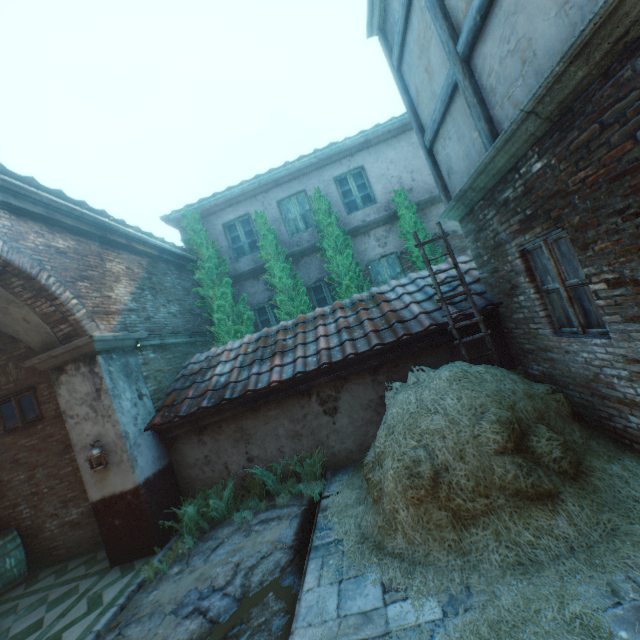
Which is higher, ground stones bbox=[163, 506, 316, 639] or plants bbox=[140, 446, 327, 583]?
plants bbox=[140, 446, 327, 583]

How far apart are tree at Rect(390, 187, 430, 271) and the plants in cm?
634

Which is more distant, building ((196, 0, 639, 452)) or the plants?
the plants

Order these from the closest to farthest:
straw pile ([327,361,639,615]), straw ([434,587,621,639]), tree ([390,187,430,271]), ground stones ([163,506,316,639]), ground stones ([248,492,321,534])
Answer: straw ([434,587,621,639])
straw pile ([327,361,639,615])
ground stones ([163,506,316,639])
ground stones ([248,492,321,534])
tree ([390,187,430,271])

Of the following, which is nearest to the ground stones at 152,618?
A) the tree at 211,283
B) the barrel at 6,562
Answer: the barrel at 6,562

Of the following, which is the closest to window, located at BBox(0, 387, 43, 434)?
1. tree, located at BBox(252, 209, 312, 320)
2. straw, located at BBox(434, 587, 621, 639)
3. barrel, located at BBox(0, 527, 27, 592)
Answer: barrel, located at BBox(0, 527, 27, 592)

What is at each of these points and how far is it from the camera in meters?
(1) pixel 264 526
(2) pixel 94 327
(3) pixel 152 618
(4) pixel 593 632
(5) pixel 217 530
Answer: (1) ground stones, 5.2 m
(2) building, 5.9 m
(3) ground stones, 4.0 m
(4) straw, 2.1 m
(5) ground stones, 5.6 m

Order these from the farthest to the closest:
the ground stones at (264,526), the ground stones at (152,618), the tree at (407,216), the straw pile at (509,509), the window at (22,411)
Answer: the tree at (407,216) < the window at (22,411) < the ground stones at (264,526) < the ground stones at (152,618) < the straw pile at (509,509)
